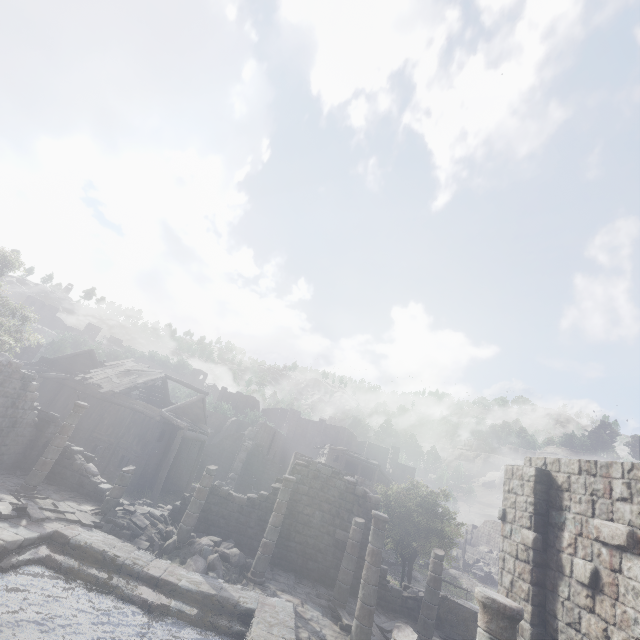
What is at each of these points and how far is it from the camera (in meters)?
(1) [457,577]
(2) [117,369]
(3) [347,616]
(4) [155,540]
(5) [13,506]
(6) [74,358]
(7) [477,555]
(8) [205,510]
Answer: (1) rubble, 37.03
(2) wooden plank rubble, 29.50
(3) wooden plank rubble, 11.93
(4) rubble, 12.71
(5) wooden plank rubble, 10.32
(6) building, 31.92
(7) building base, 50.16
(8) building, 15.80

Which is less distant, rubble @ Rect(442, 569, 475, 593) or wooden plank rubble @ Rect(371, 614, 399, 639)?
wooden plank rubble @ Rect(371, 614, 399, 639)

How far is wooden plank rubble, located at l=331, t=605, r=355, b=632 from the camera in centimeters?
1135cm

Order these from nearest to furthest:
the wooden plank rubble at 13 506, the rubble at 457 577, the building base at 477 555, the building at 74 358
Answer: the wooden plank rubble at 13 506 < the building at 74 358 < the rubble at 457 577 < the building base at 477 555

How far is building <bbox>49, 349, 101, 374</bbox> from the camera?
30.4m

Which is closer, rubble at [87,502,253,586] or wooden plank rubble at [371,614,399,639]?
wooden plank rubble at [371,614,399,639]

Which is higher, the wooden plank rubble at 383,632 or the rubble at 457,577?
the wooden plank rubble at 383,632

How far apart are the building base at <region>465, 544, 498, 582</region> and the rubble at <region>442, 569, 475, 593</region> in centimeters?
1461cm
